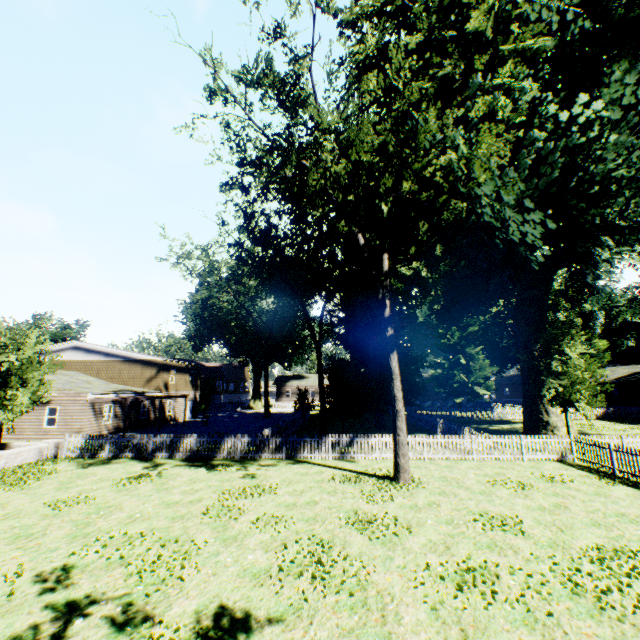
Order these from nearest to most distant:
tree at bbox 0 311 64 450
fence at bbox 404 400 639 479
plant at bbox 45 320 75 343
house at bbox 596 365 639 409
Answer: fence at bbox 404 400 639 479 → tree at bbox 0 311 64 450 → house at bbox 596 365 639 409 → plant at bbox 45 320 75 343

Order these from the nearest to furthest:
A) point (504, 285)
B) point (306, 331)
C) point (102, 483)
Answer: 1. point (102, 483)
2. point (504, 285)
3. point (306, 331)

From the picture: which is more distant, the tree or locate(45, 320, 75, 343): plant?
locate(45, 320, 75, 343): plant

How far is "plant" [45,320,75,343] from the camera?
49.6m

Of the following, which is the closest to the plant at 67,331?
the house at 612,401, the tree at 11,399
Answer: the house at 612,401

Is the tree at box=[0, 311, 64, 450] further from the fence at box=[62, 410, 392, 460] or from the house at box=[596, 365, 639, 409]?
the house at box=[596, 365, 639, 409]

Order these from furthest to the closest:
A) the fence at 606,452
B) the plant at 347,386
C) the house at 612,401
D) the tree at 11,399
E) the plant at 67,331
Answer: the plant at 67,331 → the house at 612,401 → the tree at 11,399 → the fence at 606,452 → the plant at 347,386

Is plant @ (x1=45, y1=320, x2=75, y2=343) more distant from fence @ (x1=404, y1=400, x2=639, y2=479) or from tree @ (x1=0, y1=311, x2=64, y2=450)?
tree @ (x1=0, y1=311, x2=64, y2=450)
